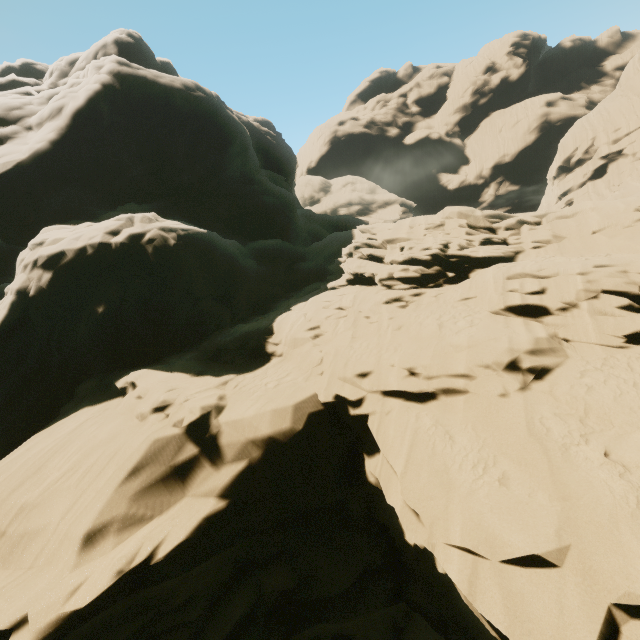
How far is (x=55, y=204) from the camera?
19.6 meters
